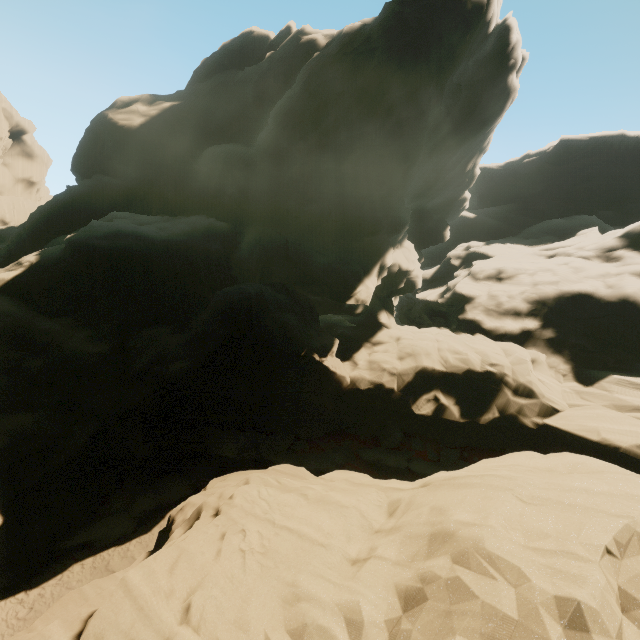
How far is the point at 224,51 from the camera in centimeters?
3778cm
